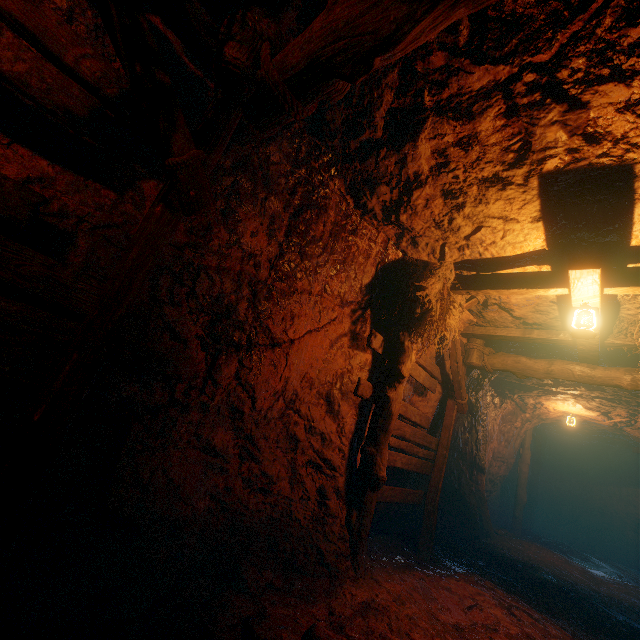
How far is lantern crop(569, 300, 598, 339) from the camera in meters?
3.8 m

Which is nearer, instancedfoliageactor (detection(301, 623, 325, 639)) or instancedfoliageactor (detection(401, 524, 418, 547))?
instancedfoliageactor (detection(301, 623, 325, 639))

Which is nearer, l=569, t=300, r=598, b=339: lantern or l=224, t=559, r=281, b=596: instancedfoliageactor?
l=224, t=559, r=281, b=596: instancedfoliageactor

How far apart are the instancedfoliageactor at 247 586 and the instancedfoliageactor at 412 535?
4.17m

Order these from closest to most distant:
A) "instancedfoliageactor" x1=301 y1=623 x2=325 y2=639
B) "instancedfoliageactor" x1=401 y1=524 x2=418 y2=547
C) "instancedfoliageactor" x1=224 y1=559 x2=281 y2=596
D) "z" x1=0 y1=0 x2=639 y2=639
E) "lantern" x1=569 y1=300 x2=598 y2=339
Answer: "z" x1=0 y1=0 x2=639 y2=639 → "instancedfoliageactor" x1=301 y1=623 x2=325 y2=639 → "instancedfoliageactor" x1=224 y1=559 x2=281 y2=596 → "lantern" x1=569 y1=300 x2=598 y2=339 → "instancedfoliageactor" x1=401 y1=524 x2=418 y2=547

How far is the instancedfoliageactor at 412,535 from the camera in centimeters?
636cm

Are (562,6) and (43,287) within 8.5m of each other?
yes

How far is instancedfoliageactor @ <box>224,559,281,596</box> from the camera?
2.98m
